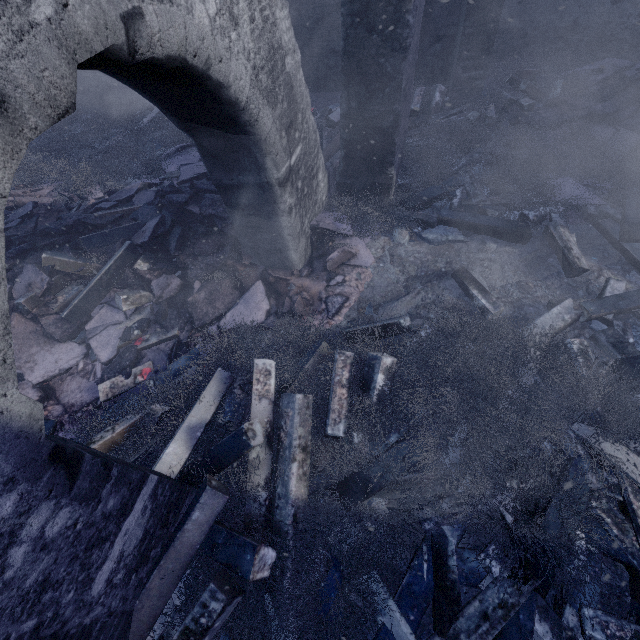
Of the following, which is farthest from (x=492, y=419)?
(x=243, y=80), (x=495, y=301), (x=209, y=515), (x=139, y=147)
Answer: (x=139, y=147)

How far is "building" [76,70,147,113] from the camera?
7.7m

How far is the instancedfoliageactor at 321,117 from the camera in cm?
572

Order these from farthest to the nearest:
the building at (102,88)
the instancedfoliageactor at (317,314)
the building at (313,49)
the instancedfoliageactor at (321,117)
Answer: the building at (102,88) → the building at (313,49) → the instancedfoliageactor at (321,117) → the instancedfoliageactor at (317,314)

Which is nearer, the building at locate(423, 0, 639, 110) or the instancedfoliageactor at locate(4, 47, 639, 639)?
the instancedfoliageactor at locate(4, 47, 639, 639)

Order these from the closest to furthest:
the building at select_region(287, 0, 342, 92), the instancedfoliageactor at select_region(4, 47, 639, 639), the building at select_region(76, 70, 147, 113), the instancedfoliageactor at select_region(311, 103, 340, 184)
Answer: the instancedfoliageactor at select_region(4, 47, 639, 639)
the instancedfoliageactor at select_region(311, 103, 340, 184)
the building at select_region(287, 0, 342, 92)
the building at select_region(76, 70, 147, 113)

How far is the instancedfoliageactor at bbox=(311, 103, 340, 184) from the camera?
5.7m
